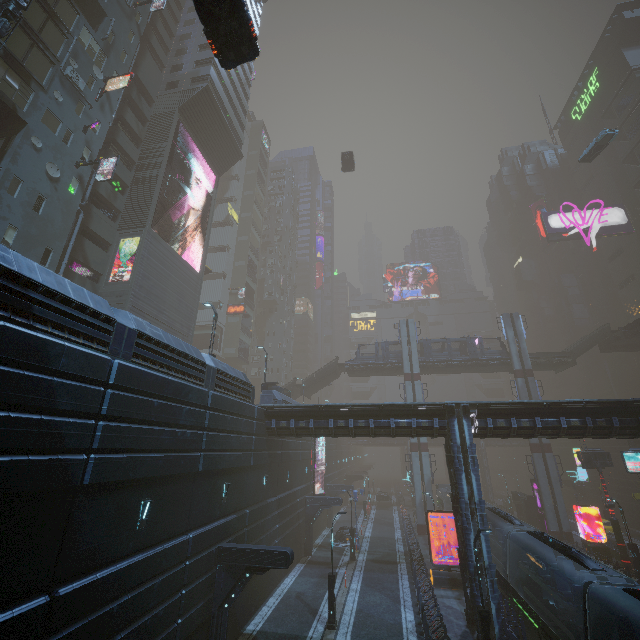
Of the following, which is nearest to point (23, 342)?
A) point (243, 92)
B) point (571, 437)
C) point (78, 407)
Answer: point (78, 407)

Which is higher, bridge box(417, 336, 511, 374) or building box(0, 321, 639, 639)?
bridge box(417, 336, 511, 374)

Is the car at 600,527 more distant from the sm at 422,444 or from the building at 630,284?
the sm at 422,444

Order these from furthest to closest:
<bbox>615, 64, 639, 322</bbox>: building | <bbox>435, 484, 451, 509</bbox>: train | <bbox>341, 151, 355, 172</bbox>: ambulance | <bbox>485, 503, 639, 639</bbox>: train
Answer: <bbox>615, 64, 639, 322</bbox>: building, <bbox>341, 151, 355, 172</bbox>: ambulance, <bbox>435, 484, 451, 509</bbox>: train, <bbox>485, 503, 639, 639</bbox>: train

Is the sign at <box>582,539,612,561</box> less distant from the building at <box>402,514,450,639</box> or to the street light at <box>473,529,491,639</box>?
the building at <box>402,514,450,639</box>

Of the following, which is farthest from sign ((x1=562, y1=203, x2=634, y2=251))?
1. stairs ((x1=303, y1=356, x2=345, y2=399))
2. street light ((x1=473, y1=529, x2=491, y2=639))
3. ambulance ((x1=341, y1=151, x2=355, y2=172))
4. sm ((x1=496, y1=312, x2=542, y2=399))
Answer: street light ((x1=473, y1=529, x2=491, y2=639))

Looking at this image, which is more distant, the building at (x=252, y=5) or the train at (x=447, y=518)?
the building at (x=252, y=5)

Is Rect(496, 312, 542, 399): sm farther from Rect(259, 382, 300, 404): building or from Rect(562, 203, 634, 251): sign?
Rect(562, 203, 634, 251): sign
